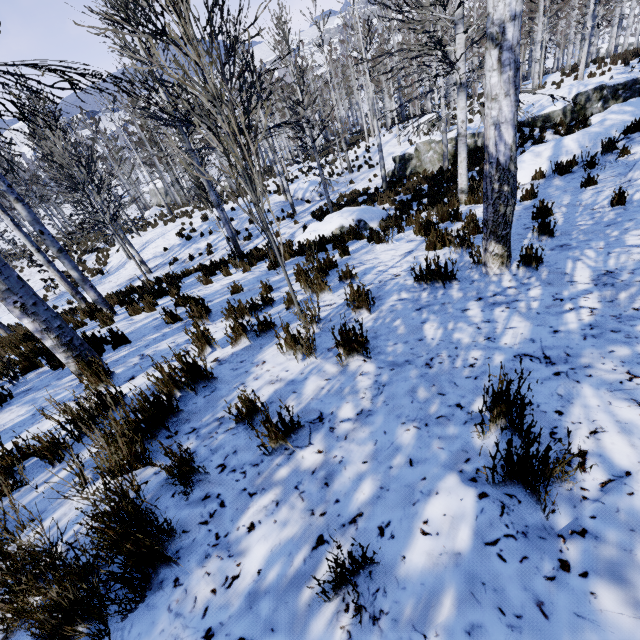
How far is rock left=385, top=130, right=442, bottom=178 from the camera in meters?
17.3

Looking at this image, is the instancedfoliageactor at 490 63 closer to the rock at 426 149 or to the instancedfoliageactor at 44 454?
the instancedfoliageactor at 44 454

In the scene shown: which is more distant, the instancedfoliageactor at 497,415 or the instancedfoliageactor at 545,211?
the instancedfoliageactor at 545,211

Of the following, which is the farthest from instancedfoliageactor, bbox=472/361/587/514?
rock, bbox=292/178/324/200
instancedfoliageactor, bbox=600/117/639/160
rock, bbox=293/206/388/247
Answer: rock, bbox=292/178/324/200

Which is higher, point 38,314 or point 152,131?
point 152,131

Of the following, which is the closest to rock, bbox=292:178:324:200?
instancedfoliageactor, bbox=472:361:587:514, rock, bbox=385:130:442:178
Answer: rock, bbox=385:130:442:178

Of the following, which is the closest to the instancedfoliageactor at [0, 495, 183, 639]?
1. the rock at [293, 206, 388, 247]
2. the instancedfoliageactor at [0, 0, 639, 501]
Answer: the rock at [293, 206, 388, 247]
